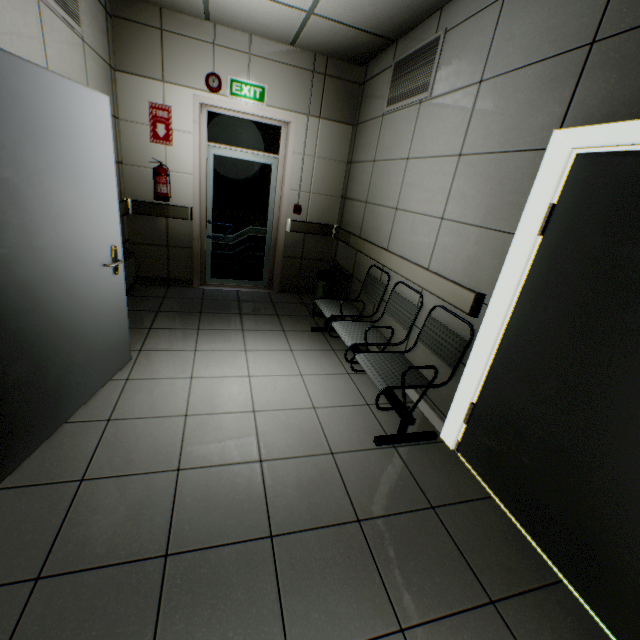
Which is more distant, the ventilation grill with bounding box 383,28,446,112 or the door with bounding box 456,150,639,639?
the ventilation grill with bounding box 383,28,446,112

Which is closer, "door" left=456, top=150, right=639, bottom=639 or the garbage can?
"door" left=456, top=150, right=639, bottom=639

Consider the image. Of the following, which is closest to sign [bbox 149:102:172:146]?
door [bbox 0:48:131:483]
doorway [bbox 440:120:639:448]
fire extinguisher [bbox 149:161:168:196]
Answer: fire extinguisher [bbox 149:161:168:196]

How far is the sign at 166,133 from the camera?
3.97m

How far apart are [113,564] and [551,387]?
2.4 meters

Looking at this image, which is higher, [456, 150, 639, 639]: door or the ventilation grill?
the ventilation grill

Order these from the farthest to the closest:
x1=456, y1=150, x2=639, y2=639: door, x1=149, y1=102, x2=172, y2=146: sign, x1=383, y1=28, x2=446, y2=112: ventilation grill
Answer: x1=149, y1=102, x2=172, y2=146: sign < x1=383, y1=28, x2=446, y2=112: ventilation grill < x1=456, y1=150, x2=639, y2=639: door

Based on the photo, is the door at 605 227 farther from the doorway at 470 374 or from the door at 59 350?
the door at 59 350
